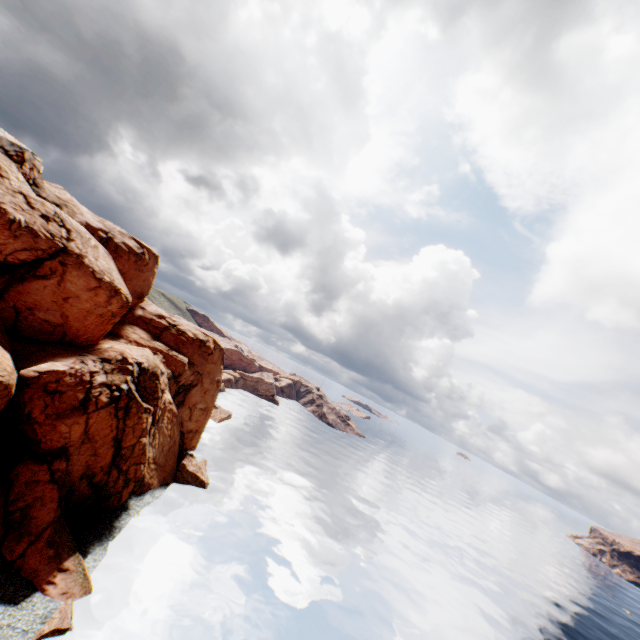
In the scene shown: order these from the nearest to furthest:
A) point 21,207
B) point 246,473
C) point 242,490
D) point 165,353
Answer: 1. point 21,207
2. point 165,353
3. point 242,490
4. point 246,473
